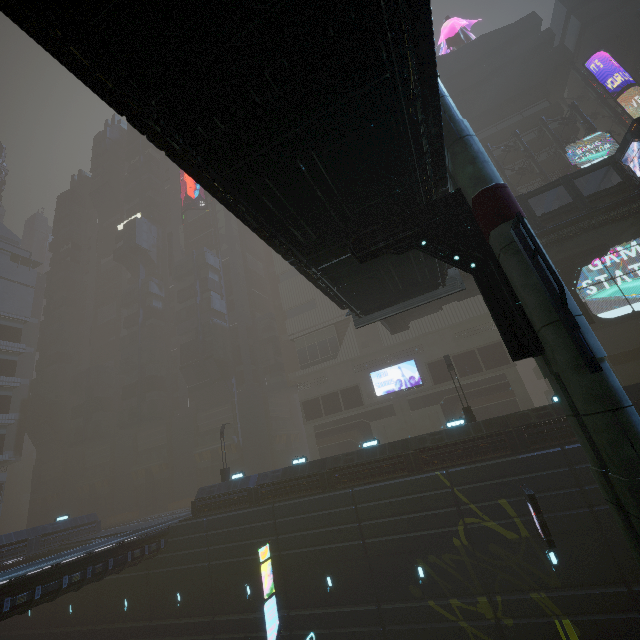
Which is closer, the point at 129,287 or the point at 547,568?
the point at 547,568

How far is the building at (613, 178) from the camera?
29.9m

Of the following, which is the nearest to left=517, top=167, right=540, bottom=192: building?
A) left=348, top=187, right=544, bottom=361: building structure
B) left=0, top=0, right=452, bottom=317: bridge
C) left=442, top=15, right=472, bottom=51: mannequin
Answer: left=442, top=15, right=472, bottom=51: mannequin

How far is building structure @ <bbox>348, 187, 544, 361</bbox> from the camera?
7.56m

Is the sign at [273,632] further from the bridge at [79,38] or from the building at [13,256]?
the bridge at [79,38]

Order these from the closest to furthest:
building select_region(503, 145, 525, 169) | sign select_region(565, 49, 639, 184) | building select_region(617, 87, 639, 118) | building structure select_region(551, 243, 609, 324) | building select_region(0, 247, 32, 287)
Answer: sign select_region(565, 49, 639, 184) → building structure select_region(551, 243, 609, 324) → building select_region(617, 87, 639, 118) → building select_region(503, 145, 525, 169) → building select_region(0, 247, 32, 287)

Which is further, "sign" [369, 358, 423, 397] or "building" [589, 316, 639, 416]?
"sign" [369, 358, 423, 397]

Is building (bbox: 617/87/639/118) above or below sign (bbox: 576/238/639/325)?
above
